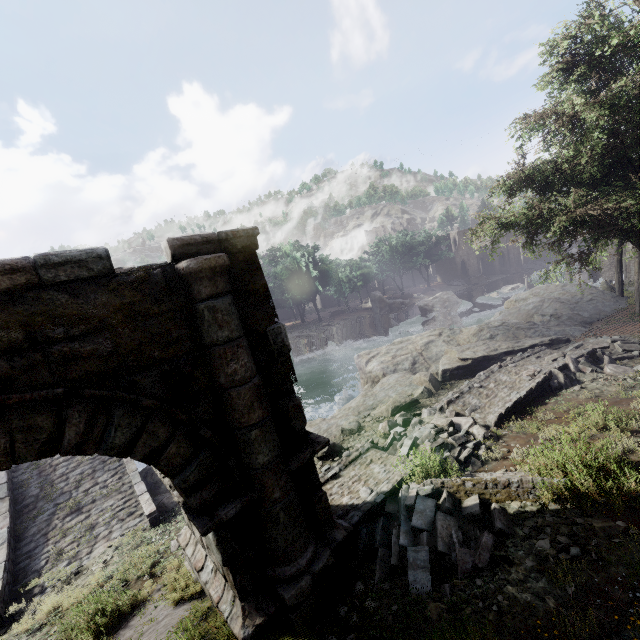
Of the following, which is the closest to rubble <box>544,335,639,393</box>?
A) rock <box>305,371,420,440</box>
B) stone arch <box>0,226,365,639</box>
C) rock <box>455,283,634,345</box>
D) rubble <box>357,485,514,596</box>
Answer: rock <box>455,283,634,345</box>

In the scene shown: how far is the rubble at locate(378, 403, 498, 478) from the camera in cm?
756

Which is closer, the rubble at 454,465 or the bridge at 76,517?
the rubble at 454,465

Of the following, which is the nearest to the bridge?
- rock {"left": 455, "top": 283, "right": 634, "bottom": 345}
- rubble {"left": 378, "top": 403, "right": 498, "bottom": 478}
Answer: rubble {"left": 378, "top": 403, "right": 498, "bottom": 478}

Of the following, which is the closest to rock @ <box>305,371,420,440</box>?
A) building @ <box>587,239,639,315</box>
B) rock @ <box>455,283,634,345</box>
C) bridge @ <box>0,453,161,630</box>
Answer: bridge @ <box>0,453,161,630</box>

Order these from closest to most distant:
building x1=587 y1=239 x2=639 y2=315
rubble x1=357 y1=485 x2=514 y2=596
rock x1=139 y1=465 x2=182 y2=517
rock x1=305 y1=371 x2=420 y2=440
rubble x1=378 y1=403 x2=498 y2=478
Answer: rubble x1=357 y1=485 x2=514 y2=596 < rubble x1=378 y1=403 x2=498 y2=478 < rock x1=139 y1=465 x2=182 y2=517 < rock x1=305 y1=371 x2=420 y2=440 < building x1=587 y1=239 x2=639 y2=315

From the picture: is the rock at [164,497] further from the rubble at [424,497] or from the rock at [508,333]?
the rubble at [424,497]

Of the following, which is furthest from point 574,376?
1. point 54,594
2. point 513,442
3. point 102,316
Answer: point 54,594
